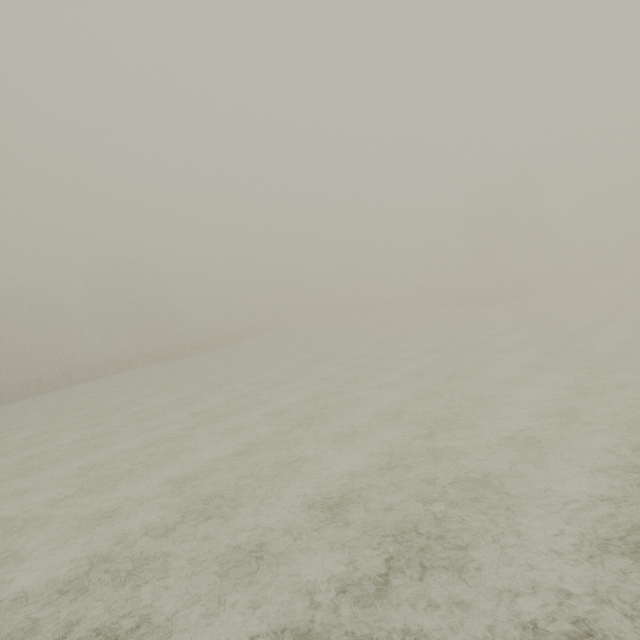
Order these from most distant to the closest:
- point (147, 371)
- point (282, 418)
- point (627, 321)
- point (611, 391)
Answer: point (147, 371) < point (627, 321) < point (282, 418) < point (611, 391)
